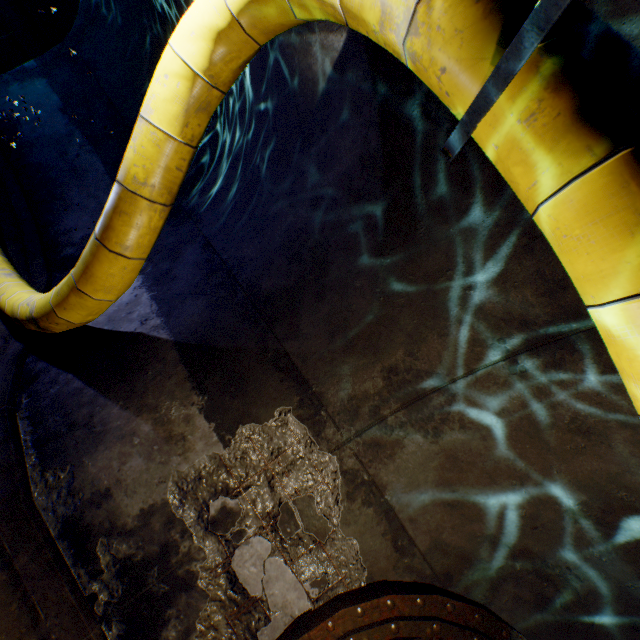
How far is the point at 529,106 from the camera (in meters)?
1.21

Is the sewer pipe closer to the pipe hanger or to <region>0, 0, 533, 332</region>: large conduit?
<region>0, 0, 533, 332</region>: large conduit

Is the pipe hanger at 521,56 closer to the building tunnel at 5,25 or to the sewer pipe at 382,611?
the building tunnel at 5,25

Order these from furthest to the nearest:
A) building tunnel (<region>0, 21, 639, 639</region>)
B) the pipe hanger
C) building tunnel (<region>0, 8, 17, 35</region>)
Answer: building tunnel (<region>0, 8, 17, 35</region>), building tunnel (<region>0, 21, 639, 639</region>), the pipe hanger

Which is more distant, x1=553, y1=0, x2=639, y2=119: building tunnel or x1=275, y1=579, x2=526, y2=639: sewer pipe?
x1=275, y1=579, x2=526, y2=639: sewer pipe

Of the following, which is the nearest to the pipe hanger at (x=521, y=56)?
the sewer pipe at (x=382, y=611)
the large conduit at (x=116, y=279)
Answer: the large conduit at (x=116, y=279)

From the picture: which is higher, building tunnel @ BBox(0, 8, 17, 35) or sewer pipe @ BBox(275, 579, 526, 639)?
sewer pipe @ BBox(275, 579, 526, 639)

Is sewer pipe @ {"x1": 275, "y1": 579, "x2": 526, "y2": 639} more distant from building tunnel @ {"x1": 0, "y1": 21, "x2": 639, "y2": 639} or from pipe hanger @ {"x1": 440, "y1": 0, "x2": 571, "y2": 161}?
pipe hanger @ {"x1": 440, "y1": 0, "x2": 571, "y2": 161}
